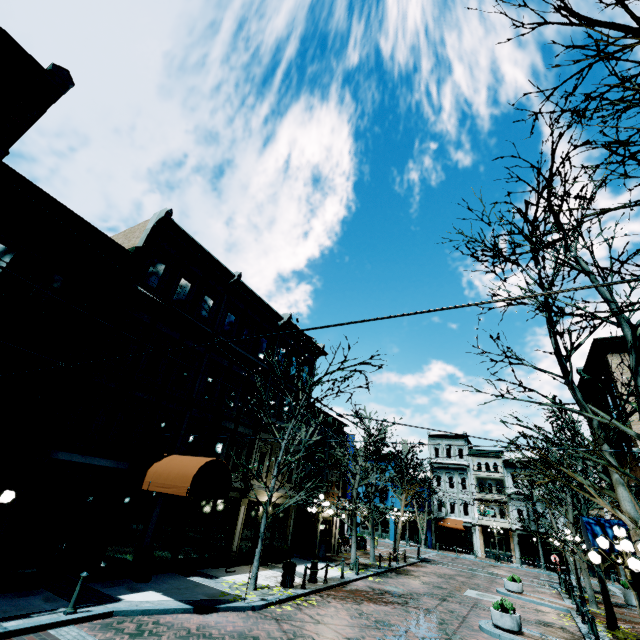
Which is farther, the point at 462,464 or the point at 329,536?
the point at 462,464

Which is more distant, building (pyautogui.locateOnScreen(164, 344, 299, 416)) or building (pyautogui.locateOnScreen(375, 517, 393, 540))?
building (pyautogui.locateOnScreen(375, 517, 393, 540))

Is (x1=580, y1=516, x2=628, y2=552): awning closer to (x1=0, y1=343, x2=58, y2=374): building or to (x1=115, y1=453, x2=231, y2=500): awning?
(x1=0, y1=343, x2=58, y2=374): building

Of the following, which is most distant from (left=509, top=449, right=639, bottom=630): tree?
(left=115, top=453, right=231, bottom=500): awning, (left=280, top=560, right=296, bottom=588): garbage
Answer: (left=280, top=560, right=296, bottom=588): garbage

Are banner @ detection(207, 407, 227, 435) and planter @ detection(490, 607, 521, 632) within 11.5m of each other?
no

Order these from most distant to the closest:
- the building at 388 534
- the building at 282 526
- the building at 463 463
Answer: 1. the building at 388 534
2. the building at 463 463
3. the building at 282 526

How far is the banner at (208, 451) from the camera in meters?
15.0

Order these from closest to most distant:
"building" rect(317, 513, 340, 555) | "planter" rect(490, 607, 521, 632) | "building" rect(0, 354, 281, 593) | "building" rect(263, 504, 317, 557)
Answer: "building" rect(0, 354, 281, 593) → "planter" rect(490, 607, 521, 632) → "building" rect(263, 504, 317, 557) → "building" rect(317, 513, 340, 555)
